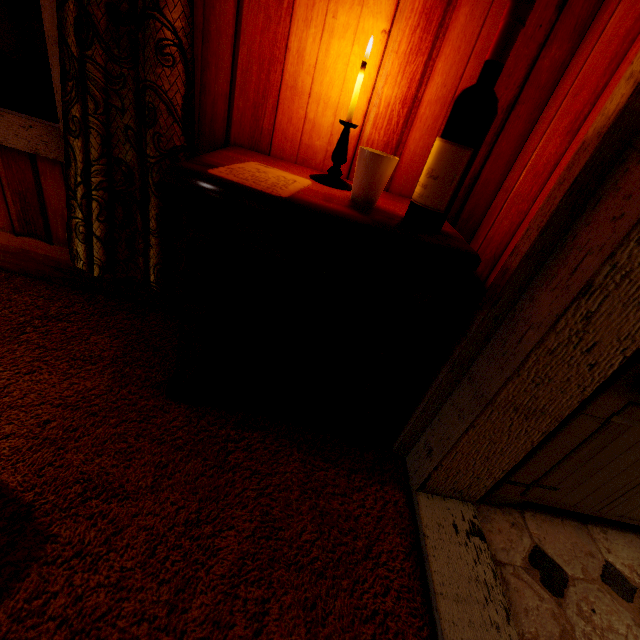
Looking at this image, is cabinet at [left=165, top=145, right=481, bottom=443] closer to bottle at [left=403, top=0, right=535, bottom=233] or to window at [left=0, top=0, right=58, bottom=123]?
bottle at [left=403, top=0, right=535, bottom=233]

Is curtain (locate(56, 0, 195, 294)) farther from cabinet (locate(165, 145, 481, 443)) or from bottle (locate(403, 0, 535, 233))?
bottle (locate(403, 0, 535, 233))

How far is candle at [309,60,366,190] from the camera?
0.9m

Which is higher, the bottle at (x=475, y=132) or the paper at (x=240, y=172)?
the bottle at (x=475, y=132)

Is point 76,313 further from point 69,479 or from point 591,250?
point 591,250

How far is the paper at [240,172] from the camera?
0.77m

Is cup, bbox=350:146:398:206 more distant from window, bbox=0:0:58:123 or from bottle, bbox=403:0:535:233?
window, bbox=0:0:58:123

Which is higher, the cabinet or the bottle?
the bottle
